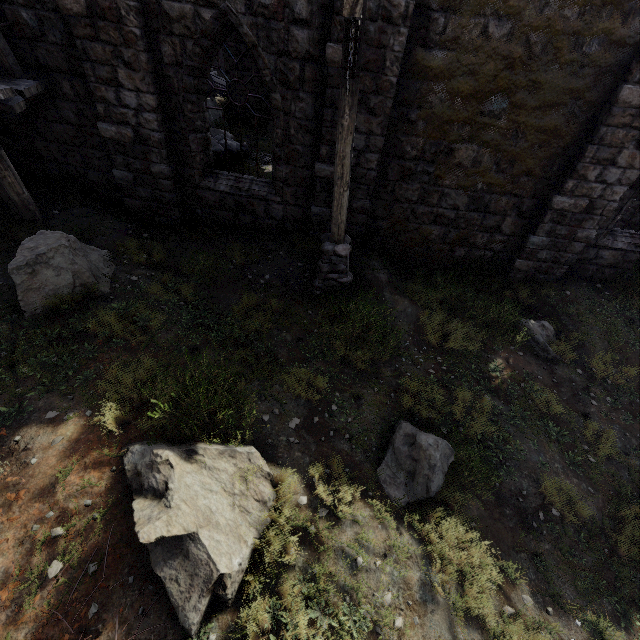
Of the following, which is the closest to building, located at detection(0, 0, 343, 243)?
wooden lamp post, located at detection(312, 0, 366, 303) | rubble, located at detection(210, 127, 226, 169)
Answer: rubble, located at detection(210, 127, 226, 169)

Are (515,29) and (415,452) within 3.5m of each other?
no

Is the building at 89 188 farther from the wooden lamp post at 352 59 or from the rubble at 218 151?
the wooden lamp post at 352 59

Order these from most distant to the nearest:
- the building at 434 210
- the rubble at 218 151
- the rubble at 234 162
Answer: the rubble at 234 162 → the rubble at 218 151 → the building at 434 210

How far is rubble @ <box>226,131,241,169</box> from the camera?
10.6m

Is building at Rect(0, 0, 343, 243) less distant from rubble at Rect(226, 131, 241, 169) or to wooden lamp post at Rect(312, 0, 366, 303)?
rubble at Rect(226, 131, 241, 169)
